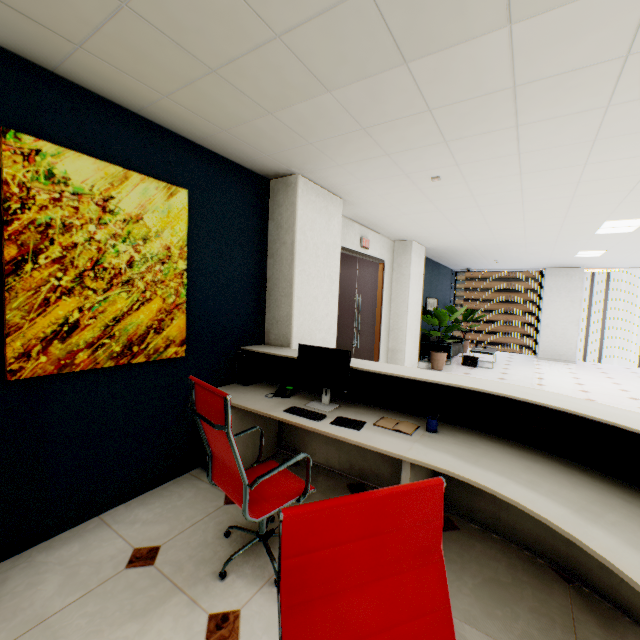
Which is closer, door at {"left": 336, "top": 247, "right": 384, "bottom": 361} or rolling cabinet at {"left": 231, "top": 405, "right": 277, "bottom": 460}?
rolling cabinet at {"left": 231, "top": 405, "right": 277, "bottom": 460}

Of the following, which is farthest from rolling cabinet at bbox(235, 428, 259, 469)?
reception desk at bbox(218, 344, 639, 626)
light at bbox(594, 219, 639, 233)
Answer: light at bbox(594, 219, 639, 233)

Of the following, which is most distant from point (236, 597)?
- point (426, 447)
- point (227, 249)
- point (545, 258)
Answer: point (545, 258)

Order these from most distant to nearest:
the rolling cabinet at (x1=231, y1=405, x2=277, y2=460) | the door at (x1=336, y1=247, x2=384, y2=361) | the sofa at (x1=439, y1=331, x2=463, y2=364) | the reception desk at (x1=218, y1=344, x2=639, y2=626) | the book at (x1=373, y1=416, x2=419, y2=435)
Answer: the sofa at (x1=439, y1=331, x2=463, y2=364)
the door at (x1=336, y1=247, x2=384, y2=361)
the rolling cabinet at (x1=231, y1=405, x2=277, y2=460)
the book at (x1=373, y1=416, x2=419, y2=435)
the reception desk at (x1=218, y1=344, x2=639, y2=626)

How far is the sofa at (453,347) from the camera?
8.81m

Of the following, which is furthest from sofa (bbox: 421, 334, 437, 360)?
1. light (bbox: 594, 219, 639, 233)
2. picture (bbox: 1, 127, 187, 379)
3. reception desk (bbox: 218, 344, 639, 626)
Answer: picture (bbox: 1, 127, 187, 379)

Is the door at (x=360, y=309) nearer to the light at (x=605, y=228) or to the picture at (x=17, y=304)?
the picture at (x=17, y=304)

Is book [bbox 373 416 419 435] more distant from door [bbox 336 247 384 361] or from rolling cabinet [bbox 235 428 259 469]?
door [bbox 336 247 384 361]
